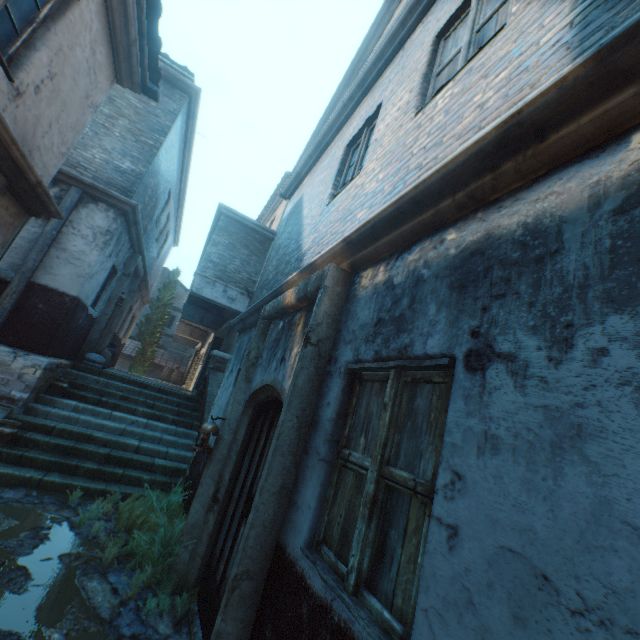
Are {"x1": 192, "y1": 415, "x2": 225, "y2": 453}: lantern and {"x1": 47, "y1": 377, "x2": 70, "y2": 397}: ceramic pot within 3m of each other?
no

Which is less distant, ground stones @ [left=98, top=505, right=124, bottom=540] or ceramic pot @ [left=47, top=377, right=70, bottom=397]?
ground stones @ [left=98, top=505, right=124, bottom=540]

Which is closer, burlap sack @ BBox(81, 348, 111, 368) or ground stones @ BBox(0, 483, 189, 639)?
ground stones @ BBox(0, 483, 189, 639)

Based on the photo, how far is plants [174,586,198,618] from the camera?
3.4m

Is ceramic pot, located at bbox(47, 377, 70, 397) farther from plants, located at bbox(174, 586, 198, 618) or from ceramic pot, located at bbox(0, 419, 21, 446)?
plants, located at bbox(174, 586, 198, 618)

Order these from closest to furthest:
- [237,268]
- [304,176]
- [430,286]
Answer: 1. [430,286]
2. [304,176]
3. [237,268]

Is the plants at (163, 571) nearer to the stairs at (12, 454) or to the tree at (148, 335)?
the stairs at (12, 454)

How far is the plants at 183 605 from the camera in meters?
3.4
